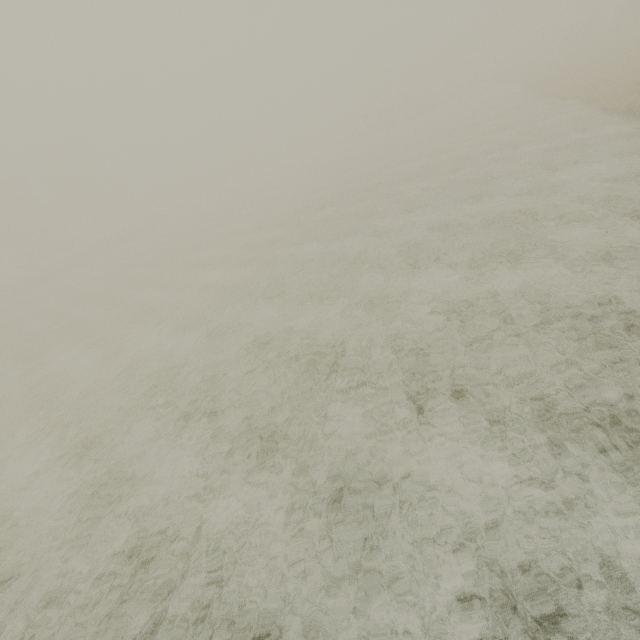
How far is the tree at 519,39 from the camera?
52.8m

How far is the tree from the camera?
52.8 meters

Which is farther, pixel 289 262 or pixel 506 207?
pixel 289 262
